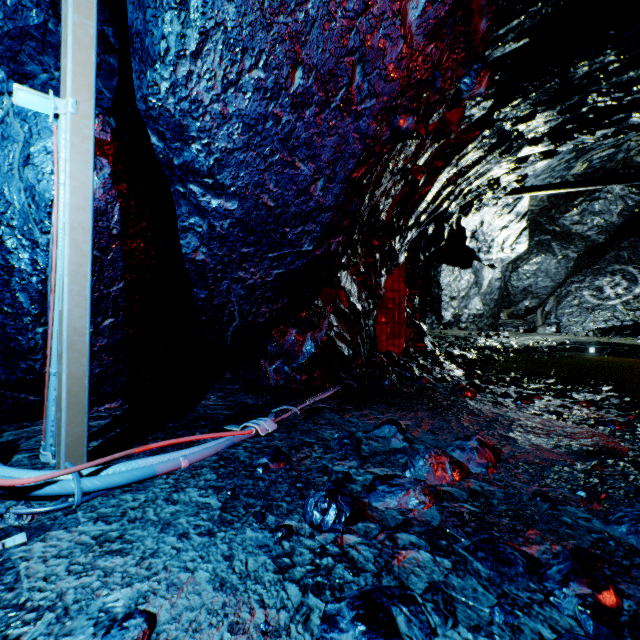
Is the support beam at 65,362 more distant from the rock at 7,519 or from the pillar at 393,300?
the pillar at 393,300

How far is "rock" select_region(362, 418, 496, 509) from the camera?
1.5m

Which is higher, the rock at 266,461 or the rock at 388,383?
the rock at 388,383

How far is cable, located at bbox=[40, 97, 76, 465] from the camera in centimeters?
164cm

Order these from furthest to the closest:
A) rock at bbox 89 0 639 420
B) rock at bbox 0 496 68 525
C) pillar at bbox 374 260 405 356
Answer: pillar at bbox 374 260 405 356 < rock at bbox 89 0 639 420 < rock at bbox 0 496 68 525

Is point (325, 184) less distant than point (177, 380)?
Yes
